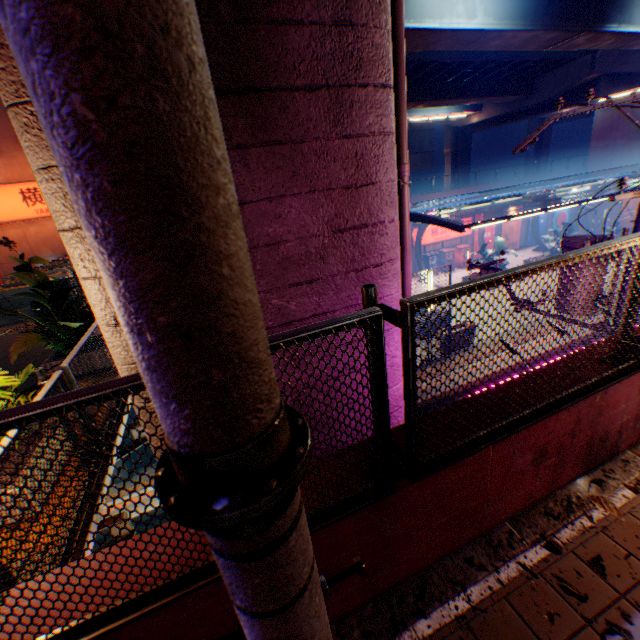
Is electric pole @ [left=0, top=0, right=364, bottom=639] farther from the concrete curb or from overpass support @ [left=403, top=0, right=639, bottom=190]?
overpass support @ [left=403, top=0, right=639, bottom=190]

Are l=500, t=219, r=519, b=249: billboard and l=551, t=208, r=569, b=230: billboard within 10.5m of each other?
yes

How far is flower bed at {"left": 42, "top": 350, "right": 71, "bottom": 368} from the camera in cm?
567

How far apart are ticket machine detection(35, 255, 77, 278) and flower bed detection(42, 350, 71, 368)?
8.3 meters

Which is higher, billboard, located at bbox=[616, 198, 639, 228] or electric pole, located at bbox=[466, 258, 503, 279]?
electric pole, located at bbox=[466, 258, 503, 279]

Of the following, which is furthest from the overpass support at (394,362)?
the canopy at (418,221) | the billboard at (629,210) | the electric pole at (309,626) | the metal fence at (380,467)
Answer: the billboard at (629,210)

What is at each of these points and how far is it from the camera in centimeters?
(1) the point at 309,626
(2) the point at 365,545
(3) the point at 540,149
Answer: (1) electric pole, 73cm
(2) concrete block, 209cm
(3) overpass support, 4281cm

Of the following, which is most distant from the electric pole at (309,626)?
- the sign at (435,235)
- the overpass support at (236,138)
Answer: the sign at (435,235)
